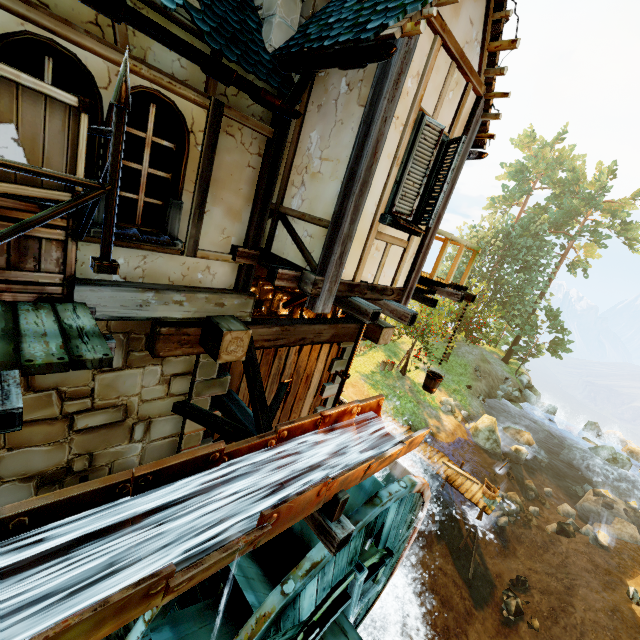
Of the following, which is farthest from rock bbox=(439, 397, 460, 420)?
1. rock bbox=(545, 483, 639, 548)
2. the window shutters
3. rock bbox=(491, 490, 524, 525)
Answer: the window shutters

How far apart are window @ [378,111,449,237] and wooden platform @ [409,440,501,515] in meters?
14.4

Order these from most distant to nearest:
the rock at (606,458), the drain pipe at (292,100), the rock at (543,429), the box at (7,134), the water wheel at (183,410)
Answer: the rock at (543,429), the rock at (606,458), the water wheel at (183,410), the drain pipe at (292,100), the box at (7,134)

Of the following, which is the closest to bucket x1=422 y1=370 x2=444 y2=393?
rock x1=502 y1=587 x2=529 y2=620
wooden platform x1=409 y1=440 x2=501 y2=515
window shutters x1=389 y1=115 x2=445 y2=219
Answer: window shutters x1=389 y1=115 x2=445 y2=219

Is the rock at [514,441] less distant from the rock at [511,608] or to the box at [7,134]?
the rock at [511,608]

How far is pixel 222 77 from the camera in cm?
336

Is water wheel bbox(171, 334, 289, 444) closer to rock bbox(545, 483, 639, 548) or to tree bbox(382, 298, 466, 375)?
tree bbox(382, 298, 466, 375)

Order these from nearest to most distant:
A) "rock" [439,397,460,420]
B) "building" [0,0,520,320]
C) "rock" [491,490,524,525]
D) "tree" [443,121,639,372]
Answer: "building" [0,0,520,320]
"rock" [491,490,524,525]
"rock" [439,397,460,420]
"tree" [443,121,639,372]
